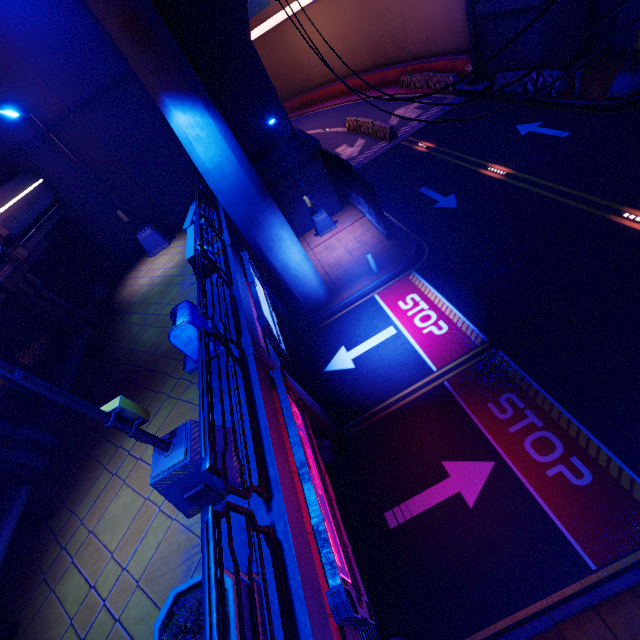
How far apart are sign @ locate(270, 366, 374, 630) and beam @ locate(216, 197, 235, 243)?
6.3m

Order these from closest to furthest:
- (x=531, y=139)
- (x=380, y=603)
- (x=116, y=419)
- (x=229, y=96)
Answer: (x=116, y=419) → (x=380, y=603) → (x=229, y=96) → (x=531, y=139)

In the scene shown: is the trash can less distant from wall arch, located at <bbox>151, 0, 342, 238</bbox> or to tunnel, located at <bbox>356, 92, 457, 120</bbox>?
wall arch, located at <bbox>151, 0, 342, 238</bbox>

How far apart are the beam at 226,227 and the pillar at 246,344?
5.3m

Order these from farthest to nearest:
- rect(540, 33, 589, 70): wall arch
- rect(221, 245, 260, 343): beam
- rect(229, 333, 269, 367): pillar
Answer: rect(540, 33, 589, 70): wall arch
rect(221, 245, 260, 343): beam
rect(229, 333, 269, 367): pillar

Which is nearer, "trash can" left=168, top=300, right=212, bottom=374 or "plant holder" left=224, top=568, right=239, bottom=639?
"plant holder" left=224, top=568, right=239, bottom=639

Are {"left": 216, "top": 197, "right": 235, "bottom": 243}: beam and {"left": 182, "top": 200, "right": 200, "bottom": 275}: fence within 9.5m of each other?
yes

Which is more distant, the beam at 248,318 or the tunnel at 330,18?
the tunnel at 330,18
